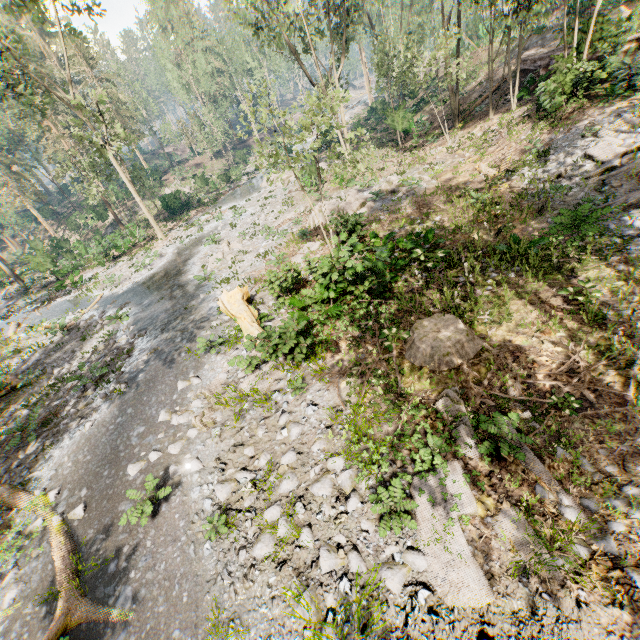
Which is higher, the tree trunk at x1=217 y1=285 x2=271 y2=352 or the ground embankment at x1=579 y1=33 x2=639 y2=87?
the ground embankment at x1=579 y1=33 x2=639 y2=87

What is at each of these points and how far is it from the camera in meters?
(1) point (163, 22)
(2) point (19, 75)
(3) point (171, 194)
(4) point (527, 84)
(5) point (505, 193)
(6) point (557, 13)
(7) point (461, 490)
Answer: (1) foliage, 43.6 m
(2) foliage, 21.7 m
(3) foliage, 36.5 m
(4) ground embankment, 21.4 m
(5) foliage, 14.0 m
(6) ground embankment, 30.8 m
(7) foliage, 5.7 m

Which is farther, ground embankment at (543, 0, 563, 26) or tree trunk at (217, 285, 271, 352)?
ground embankment at (543, 0, 563, 26)

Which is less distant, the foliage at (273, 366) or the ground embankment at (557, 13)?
the foliage at (273, 366)

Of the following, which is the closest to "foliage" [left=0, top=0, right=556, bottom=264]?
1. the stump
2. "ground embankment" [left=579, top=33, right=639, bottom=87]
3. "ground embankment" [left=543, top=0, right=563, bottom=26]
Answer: "ground embankment" [left=579, top=33, right=639, bottom=87]

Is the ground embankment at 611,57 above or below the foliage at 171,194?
above

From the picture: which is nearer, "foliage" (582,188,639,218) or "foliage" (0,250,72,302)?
"foliage" (582,188,639,218)
